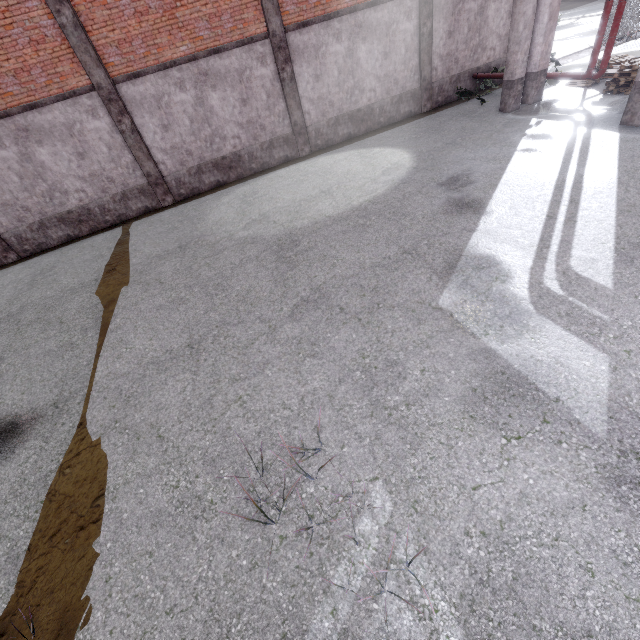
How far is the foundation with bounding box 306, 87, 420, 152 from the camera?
13.4 meters

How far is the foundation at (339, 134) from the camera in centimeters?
1337cm

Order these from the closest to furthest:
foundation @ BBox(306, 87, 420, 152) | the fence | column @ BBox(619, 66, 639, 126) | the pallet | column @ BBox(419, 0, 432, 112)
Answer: column @ BBox(619, 66, 639, 126), the pallet, column @ BBox(419, 0, 432, 112), foundation @ BBox(306, 87, 420, 152), the fence

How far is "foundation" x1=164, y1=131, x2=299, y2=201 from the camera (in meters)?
12.53

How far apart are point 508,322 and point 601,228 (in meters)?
3.10

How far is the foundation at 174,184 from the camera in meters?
12.5 m

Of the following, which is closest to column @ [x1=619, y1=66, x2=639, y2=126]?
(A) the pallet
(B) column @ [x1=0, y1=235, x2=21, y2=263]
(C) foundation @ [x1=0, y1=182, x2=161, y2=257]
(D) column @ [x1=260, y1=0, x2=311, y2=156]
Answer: (A) the pallet

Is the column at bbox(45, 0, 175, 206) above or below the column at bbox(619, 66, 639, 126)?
above
